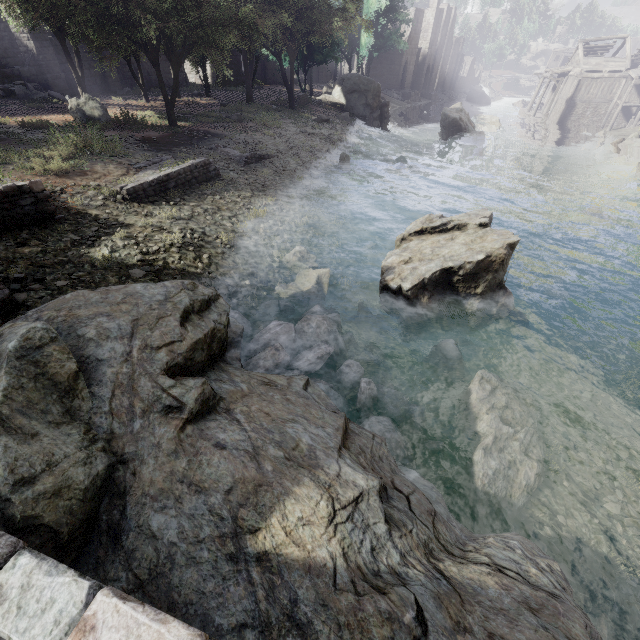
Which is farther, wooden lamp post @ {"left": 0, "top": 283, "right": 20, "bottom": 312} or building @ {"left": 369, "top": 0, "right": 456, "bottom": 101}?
building @ {"left": 369, "top": 0, "right": 456, "bottom": 101}

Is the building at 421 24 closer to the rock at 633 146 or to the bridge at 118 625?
the rock at 633 146

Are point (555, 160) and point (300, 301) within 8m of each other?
no

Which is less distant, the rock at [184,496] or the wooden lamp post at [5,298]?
the rock at [184,496]

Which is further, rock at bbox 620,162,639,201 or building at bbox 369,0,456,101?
building at bbox 369,0,456,101

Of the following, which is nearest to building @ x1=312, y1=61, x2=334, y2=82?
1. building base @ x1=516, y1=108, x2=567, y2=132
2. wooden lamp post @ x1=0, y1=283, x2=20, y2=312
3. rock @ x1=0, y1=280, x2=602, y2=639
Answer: building base @ x1=516, y1=108, x2=567, y2=132

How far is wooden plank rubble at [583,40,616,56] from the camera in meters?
40.7 m

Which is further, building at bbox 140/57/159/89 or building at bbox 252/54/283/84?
building at bbox 252/54/283/84
